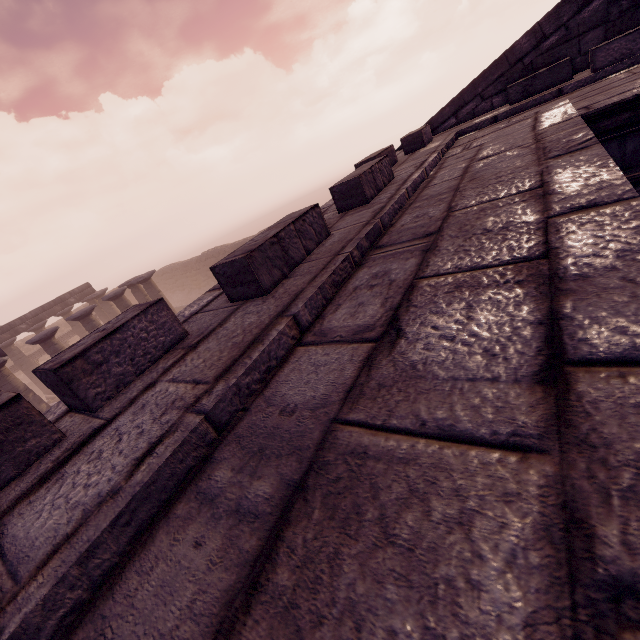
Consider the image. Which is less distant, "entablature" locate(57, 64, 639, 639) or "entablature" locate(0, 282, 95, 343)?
"entablature" locate(57, 64, 639, 639)

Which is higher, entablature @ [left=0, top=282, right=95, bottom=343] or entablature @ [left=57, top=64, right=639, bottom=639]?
entablature @ [left=57, top=64, right=639, bottom=639]

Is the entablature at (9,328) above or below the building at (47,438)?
below

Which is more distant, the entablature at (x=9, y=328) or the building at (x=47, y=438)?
the entablature at (x=9, y=328)

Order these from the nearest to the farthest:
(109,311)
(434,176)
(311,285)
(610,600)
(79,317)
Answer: (610,600) < (311,285) < (434,176) < (79,317) < (109,311)

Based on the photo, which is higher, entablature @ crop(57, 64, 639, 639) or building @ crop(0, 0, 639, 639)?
building @ crop(0, 0, 639, 639)

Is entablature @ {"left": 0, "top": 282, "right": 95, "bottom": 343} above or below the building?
below

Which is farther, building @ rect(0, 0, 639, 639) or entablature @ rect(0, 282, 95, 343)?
entablature @ rect(0, 282, 95, 343)
